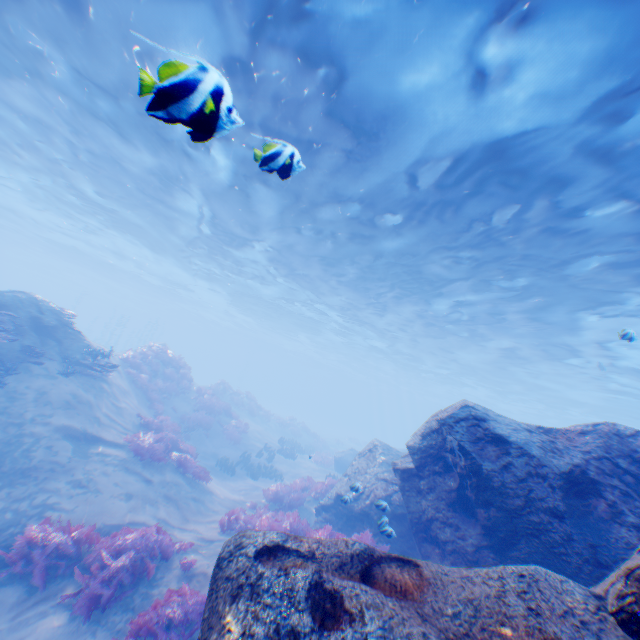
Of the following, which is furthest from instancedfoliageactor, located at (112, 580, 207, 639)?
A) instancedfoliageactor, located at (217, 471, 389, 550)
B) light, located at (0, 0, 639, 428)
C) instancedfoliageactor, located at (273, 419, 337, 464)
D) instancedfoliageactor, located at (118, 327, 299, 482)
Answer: instancedfoliageactor, located at (273, 419, 337, 464)

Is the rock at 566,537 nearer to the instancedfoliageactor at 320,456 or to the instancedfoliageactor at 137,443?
the instancedfoliageactor at 320,456

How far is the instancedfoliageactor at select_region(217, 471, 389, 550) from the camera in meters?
8.2

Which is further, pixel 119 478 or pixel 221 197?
pixel 221 197

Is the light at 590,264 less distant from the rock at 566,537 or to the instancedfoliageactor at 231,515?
the rock at 566,537

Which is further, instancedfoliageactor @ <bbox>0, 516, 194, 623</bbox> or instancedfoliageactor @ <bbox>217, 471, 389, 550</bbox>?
instancedfoliageactor @ <bbox>217, 471, 389, 550</bbox>

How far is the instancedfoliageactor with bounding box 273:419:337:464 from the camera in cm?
2365

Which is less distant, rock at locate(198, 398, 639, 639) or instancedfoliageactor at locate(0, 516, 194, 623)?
rock at locate(198, 398, 639, 639)
